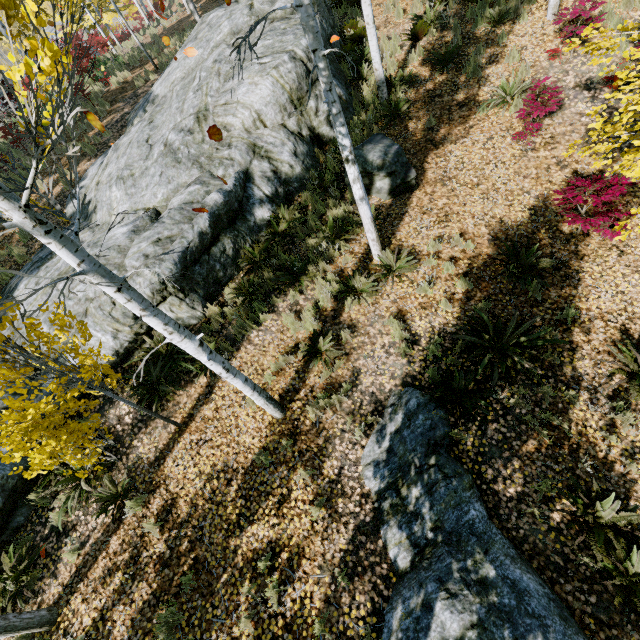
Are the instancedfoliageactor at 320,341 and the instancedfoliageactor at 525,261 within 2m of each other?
no

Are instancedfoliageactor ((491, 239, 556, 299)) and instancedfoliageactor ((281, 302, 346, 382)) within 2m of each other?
no

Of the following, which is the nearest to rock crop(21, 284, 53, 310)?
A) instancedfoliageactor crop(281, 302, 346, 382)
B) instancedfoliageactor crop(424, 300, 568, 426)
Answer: instancedfoliageactor crop(281, 302, 346, 382)

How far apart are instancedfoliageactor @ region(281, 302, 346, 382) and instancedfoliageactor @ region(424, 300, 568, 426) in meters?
1.9

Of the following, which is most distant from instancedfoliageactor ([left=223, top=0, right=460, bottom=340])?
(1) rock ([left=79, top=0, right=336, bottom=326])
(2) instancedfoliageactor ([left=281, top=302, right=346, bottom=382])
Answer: (2) instancedfoliageactor ([left=281, top=302, right=346, bottom=382])

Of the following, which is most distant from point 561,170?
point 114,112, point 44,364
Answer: point 114,112

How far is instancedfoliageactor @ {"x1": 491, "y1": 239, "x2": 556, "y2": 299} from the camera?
6.0 meters

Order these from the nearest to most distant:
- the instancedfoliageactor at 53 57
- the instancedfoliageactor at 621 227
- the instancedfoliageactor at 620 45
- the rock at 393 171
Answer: the instancedfoliageactor at 53 57 → the instancedfoliageactor at 620 45 → the instancedfoliageactor at 621 227 → the rock at 393 171
